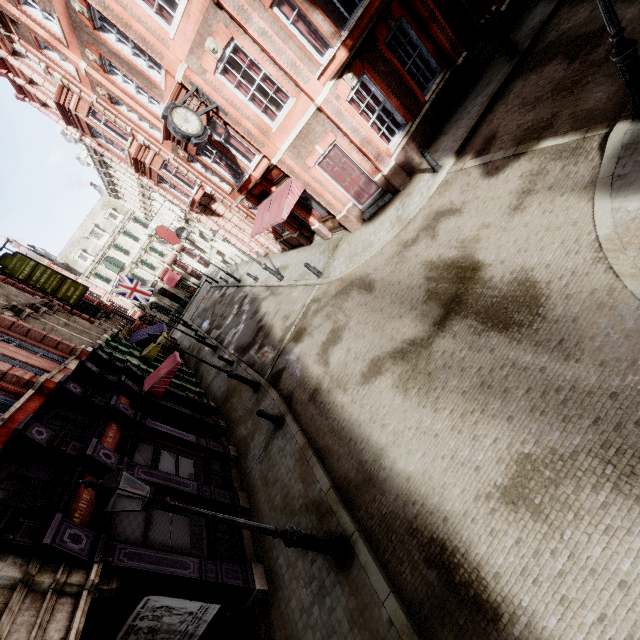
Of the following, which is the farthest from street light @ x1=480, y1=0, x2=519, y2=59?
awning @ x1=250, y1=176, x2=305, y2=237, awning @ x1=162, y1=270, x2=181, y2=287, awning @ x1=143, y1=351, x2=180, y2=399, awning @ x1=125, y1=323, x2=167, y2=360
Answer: awning @ x1=162, y1=270, x2=181, y2=287

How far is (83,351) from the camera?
13.9m

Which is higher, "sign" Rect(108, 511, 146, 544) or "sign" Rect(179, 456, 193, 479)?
"sign" Rect(108, 511, 146, 544)

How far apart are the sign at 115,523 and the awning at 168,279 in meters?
46.0 m

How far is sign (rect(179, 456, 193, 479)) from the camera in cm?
995

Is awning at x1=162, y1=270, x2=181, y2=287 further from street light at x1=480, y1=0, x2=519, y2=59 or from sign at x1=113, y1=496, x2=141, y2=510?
street light at x1=480, y1=0, x2=519, y2=59

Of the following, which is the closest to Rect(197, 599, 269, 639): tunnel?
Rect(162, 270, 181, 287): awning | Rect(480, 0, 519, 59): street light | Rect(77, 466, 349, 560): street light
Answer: Rect(77, 466, 349, 560): street light

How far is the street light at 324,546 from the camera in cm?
432
